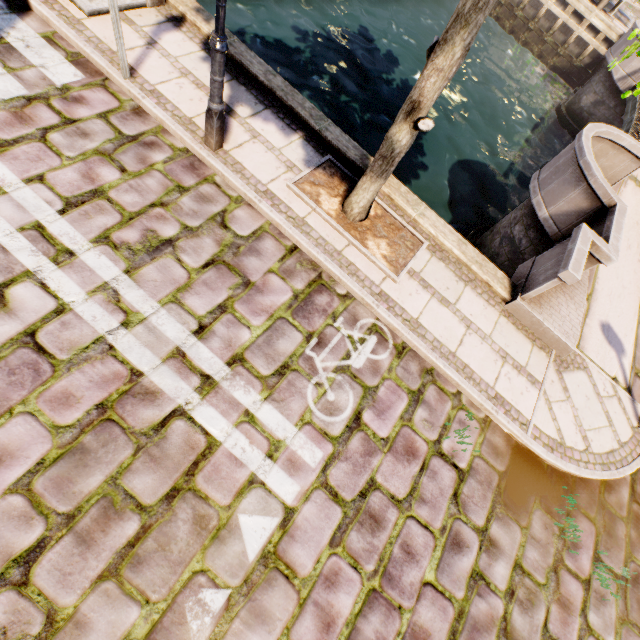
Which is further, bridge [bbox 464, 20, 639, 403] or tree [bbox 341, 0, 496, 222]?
bridge [bbox 464, 20, 639, 403]

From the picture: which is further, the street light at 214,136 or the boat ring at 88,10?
the boat ring at 88,10

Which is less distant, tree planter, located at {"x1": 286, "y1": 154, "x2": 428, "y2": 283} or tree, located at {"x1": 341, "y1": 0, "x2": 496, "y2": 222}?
tree, located at {"x1": 341, "y1": 0, "x2": 496, "y2": 222}

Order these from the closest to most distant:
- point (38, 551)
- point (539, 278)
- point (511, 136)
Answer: point (38, 551), point (539, 278), point (511, 136)

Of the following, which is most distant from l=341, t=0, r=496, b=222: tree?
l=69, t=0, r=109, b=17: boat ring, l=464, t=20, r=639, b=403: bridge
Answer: l=69, t=0, r=109, b=17: boat ring

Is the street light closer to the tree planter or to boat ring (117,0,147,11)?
the tree planter

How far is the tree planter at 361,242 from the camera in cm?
430

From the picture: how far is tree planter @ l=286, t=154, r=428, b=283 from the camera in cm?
430
